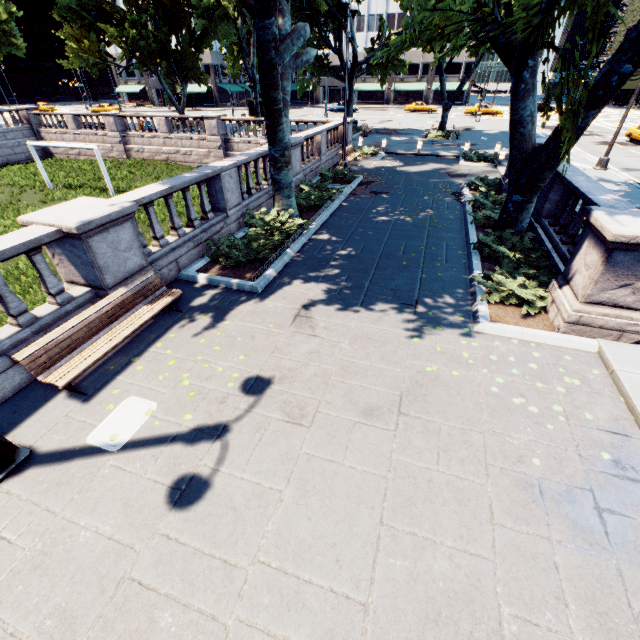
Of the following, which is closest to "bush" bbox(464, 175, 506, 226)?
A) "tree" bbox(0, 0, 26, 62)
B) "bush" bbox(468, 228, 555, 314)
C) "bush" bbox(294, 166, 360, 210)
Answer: "tree" bbox(0, 0, 26, 62)

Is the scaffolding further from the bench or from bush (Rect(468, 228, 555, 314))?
the bench

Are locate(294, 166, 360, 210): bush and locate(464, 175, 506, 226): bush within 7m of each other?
yes

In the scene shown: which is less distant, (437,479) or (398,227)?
(437,479)

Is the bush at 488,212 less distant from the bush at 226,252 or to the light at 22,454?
the bush at 226,252

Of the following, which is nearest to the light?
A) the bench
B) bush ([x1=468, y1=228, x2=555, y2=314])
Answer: the bench

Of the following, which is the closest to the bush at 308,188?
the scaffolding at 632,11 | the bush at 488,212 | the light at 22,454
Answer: the bush at 488,212

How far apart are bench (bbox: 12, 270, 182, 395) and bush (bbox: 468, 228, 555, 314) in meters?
7.7 m
